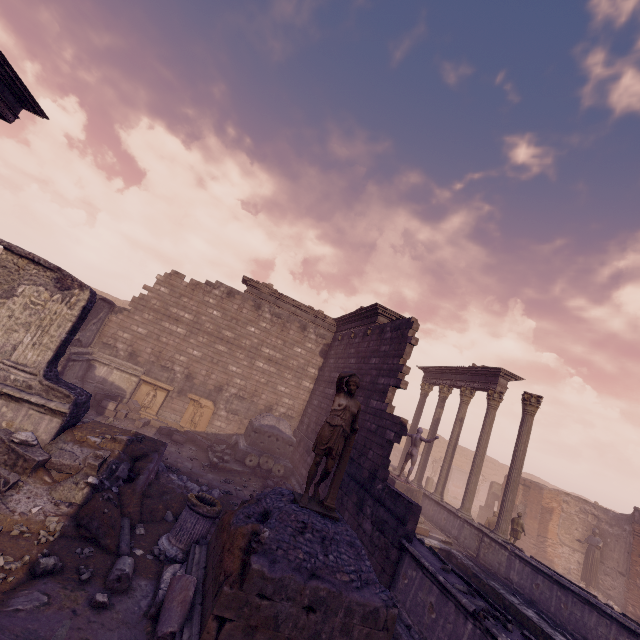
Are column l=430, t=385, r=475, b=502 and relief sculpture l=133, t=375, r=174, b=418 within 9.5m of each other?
no

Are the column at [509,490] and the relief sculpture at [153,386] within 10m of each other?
no

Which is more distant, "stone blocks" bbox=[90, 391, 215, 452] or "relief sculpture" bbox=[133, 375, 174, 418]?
"relief sculpture" bbox=[133, 375, 174, 418]

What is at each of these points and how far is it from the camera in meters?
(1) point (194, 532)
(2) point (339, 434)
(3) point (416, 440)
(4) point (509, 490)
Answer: (1) column base, 5.7
(2) sculpture, 5.1
(3) sculpture, 13.4
(4) column, 12.1

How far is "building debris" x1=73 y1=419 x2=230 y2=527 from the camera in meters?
6.1

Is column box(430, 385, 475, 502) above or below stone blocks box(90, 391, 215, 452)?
above

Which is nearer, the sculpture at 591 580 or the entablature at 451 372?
the entablature at 451 372

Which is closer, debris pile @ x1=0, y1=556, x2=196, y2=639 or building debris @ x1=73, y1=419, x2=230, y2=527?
debris pile @ x1=0, y1=556, x2=196, y2=639
